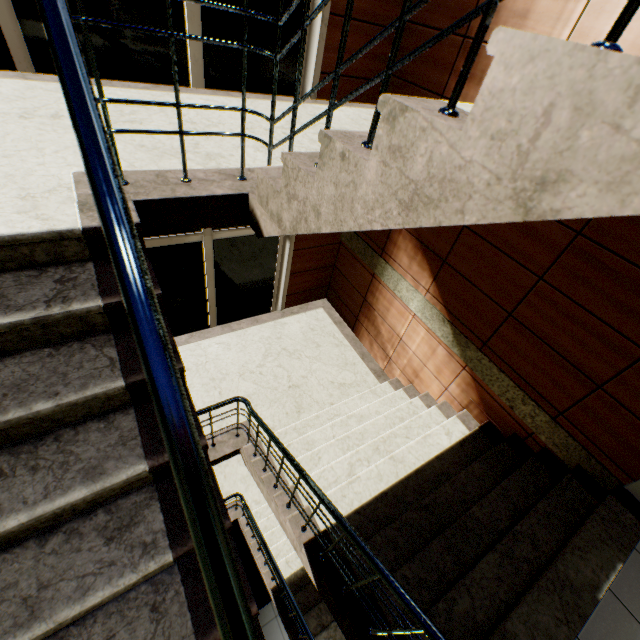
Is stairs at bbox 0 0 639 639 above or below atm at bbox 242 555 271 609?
above

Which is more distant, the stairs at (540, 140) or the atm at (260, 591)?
the atm at (260, 591)

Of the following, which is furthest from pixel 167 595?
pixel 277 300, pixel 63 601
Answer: pixel 277 300

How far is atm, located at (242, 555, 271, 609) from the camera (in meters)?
6.01

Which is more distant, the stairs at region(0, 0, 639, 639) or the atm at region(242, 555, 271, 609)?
the atm at region(242, 555, 271, 609)

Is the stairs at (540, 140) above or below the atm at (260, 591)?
above
